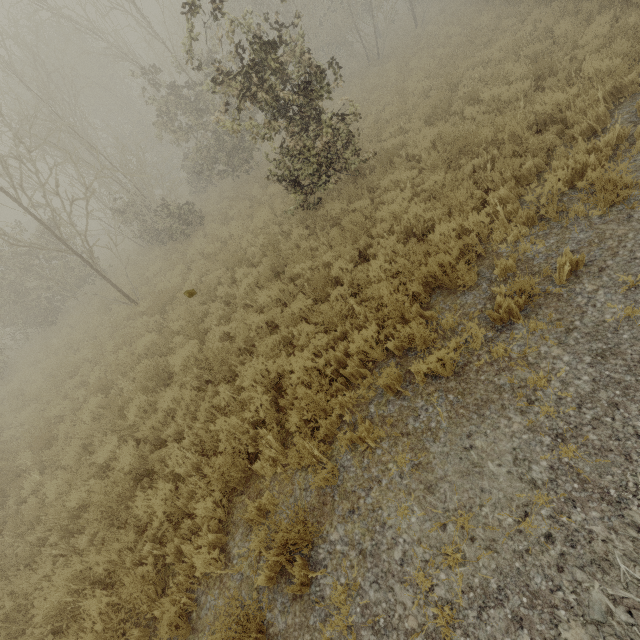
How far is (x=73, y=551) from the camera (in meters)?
5.69
